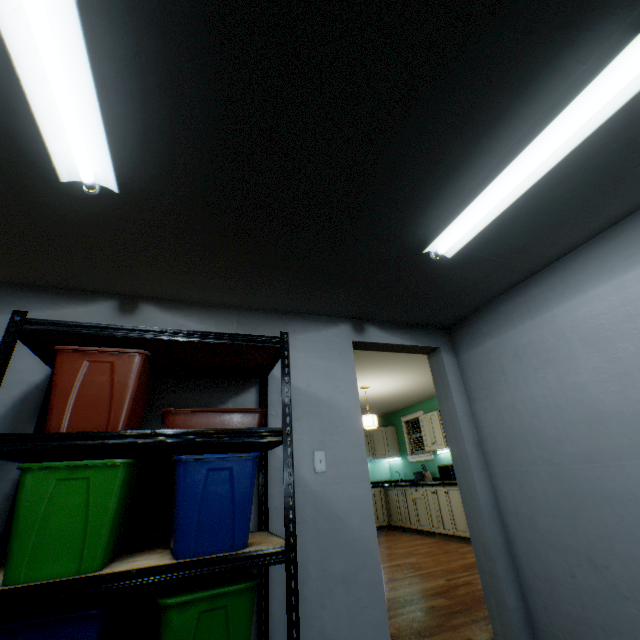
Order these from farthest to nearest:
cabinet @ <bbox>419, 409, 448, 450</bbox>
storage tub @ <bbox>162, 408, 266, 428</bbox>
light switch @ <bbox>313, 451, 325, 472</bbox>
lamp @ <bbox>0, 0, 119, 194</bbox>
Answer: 1. cabinet @ <bbox>419, 409, 448, 450</bbox>
2. light switch @ <bbox>313, 451, 325, 472</bbox>
3. storage tub @ <bbox>162, 408, 266, 428</bbox>
4. lamp @ <bbox>0, 0, 119, 194</bbox>

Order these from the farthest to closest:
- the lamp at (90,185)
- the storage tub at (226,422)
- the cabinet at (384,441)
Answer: the cabinet at (384,441), the storage tub at (226,422), the lamp at (90,185)

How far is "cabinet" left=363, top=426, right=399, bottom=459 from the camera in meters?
7.7

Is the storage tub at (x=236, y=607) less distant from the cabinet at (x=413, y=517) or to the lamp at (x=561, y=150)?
the lamp at (x=561, y=150)

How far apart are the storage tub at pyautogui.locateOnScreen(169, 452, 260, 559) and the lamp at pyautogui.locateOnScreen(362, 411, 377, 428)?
3.8 meters

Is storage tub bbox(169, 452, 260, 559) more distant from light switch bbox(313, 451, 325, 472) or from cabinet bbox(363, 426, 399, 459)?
cabinet bbox(363, 426, 399, 459)

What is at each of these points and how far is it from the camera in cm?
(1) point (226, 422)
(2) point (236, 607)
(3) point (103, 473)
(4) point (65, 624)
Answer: (1) storage tub, 153
(2) storage tub, 122
(3) storage tub, 123
(4) storage tub, 106

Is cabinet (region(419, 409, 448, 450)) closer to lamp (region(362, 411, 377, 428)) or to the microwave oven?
the microwave oven
